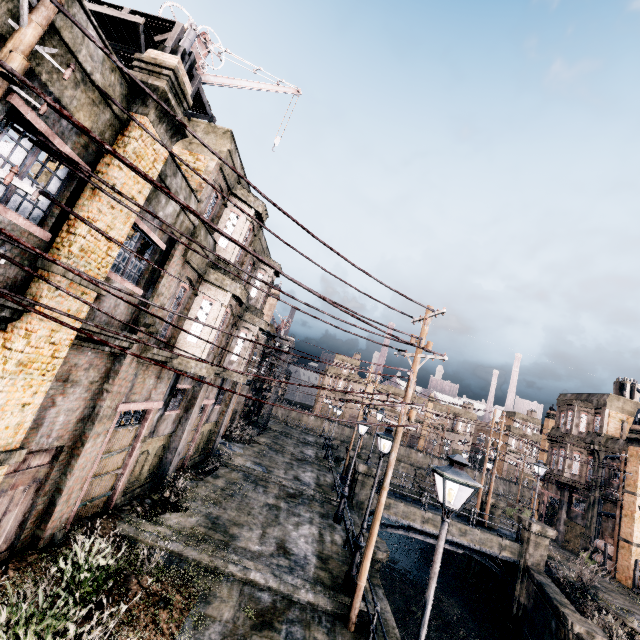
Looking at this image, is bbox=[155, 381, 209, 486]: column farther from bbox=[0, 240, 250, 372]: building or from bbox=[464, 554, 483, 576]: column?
bbox=[464, 554, 483, 576]: column

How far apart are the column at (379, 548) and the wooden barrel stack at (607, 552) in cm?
2638

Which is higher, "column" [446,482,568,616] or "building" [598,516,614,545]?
"building" [598,516,614,545]

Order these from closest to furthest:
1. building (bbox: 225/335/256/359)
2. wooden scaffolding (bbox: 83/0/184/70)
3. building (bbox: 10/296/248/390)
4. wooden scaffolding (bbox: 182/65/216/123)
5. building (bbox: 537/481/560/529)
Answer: building (bbox: 10/296/248/390), wooden scaffolding (bbox: 83/0/184/70), wooden scaffolding (bbox: 182/65/216/123), building (bbox: 225/335/256/359), building (bbox: 537/481/560/529)

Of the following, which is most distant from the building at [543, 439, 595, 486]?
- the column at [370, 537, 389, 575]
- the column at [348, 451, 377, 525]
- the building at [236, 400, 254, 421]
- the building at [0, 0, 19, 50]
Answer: the building at [236, 400, 254, 421]

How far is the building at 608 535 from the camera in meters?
29.3

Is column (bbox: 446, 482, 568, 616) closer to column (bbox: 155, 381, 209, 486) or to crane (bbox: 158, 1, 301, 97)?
column (bbox: 155, 381, 209, 486)

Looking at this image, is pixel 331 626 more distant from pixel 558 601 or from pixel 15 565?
pixel 558 601
